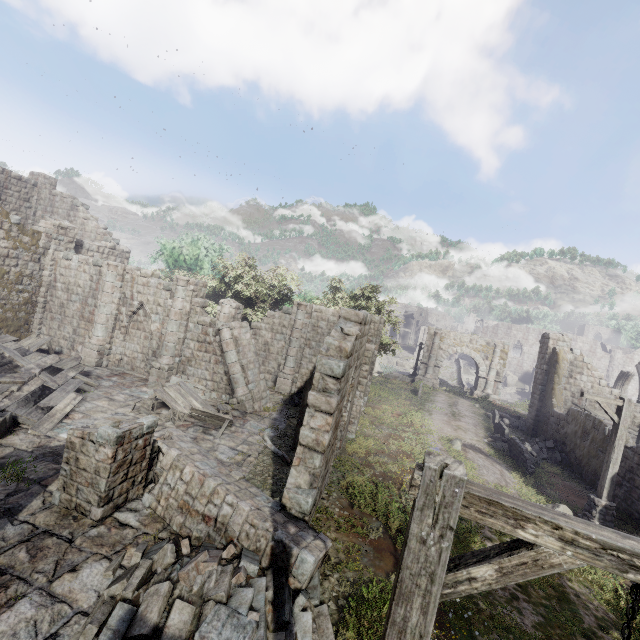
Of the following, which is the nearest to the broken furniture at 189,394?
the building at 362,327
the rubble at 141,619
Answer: the building at 362,327

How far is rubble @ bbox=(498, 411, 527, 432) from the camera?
22.8m

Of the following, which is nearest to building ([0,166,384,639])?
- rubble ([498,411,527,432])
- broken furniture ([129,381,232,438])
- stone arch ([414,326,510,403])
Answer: stone arch ([414,326,510,403])

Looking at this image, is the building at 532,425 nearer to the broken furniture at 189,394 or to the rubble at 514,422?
the rubble at 514,422

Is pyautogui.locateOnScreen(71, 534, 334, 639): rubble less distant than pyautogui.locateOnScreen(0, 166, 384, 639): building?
Yes

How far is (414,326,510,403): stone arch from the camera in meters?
30.9

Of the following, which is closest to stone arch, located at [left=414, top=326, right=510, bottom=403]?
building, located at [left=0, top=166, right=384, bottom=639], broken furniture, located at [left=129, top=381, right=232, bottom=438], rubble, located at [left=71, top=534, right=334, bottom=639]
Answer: building, located at [left=0, top=166, right=384, bottom=639]

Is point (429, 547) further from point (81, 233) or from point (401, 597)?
point (81, 233)
